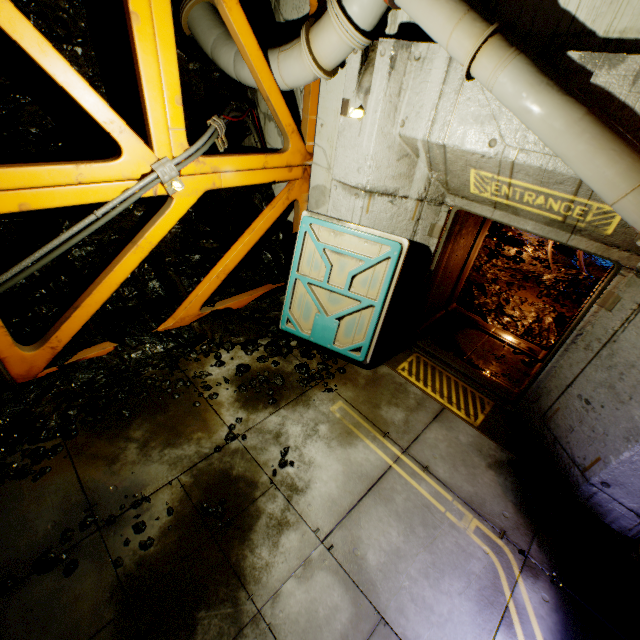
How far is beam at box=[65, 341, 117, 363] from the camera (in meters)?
4.30

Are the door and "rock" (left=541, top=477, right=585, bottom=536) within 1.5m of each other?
no

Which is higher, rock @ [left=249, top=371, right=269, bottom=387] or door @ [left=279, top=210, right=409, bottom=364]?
door @ [left=279, top=210, right=409, bottom=364]

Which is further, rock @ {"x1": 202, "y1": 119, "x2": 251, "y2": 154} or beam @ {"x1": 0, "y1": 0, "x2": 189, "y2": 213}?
rock @ {"x1": 202, "y1": 119, "x2": 251, "y2": 154}

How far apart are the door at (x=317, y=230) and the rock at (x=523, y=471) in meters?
2.2

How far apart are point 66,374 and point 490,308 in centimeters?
736cm

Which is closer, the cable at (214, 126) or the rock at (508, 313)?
the cable at (214, 126)

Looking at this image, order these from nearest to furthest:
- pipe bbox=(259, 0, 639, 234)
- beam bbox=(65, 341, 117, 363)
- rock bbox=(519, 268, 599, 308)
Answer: pipe bbox=(259, 0, 639, 234) → beam bbox=(65, 341, 117, 363) → rock bbox=(519, 268, 599, 308)
